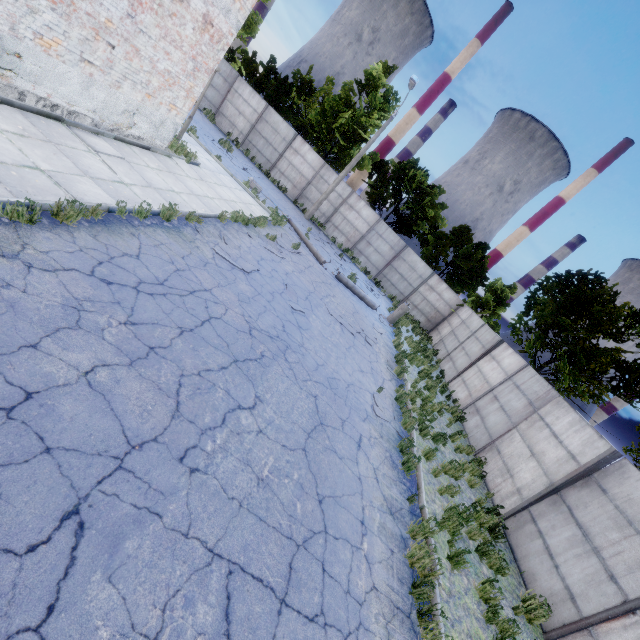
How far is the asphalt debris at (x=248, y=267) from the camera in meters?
8.6

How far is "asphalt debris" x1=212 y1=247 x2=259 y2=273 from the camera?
8.6m

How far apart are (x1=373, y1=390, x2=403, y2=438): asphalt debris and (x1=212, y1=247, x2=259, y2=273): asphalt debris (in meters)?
5.07

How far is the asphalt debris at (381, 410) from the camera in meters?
8.8 m

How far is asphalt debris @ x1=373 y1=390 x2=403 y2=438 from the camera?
8.8 meters

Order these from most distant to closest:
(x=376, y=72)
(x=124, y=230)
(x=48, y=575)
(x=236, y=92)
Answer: (x=376, y=72)
(x=236, y=92)
(x=124, y=230)
(x=48, y=575)
